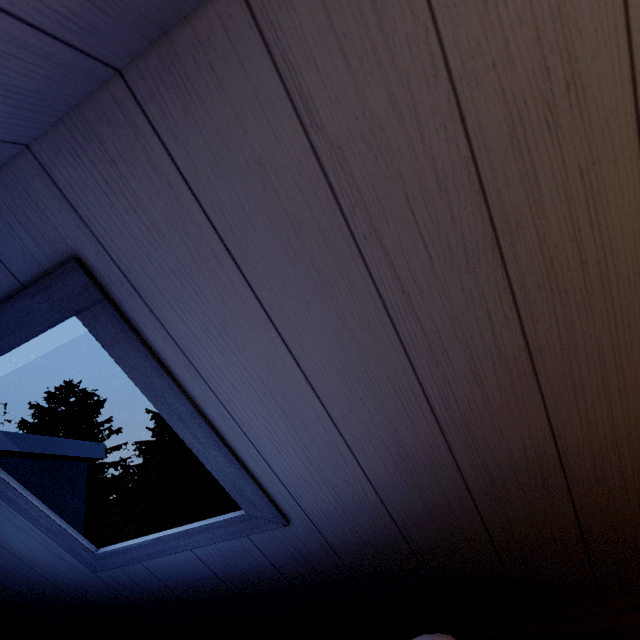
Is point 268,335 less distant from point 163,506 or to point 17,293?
point 17,293
